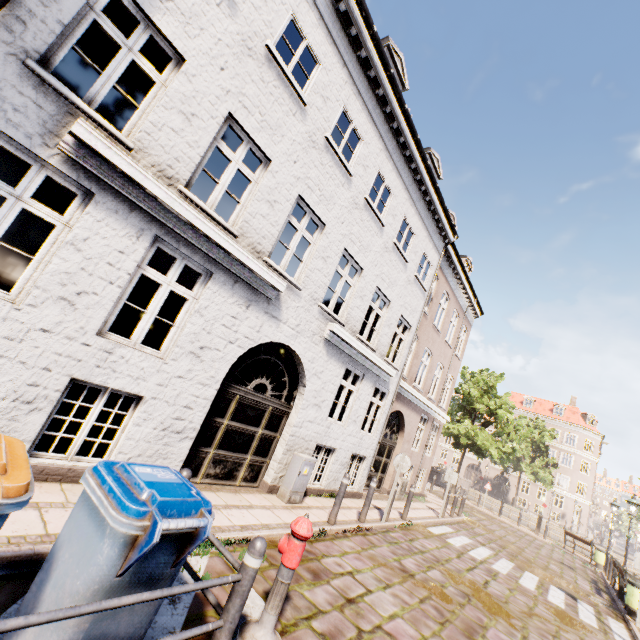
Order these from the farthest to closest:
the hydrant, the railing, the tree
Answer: the tree < the hydrant < the railing

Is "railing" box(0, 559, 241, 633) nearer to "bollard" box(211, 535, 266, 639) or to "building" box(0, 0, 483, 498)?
"bollard" box(211, 535, 266, 639)

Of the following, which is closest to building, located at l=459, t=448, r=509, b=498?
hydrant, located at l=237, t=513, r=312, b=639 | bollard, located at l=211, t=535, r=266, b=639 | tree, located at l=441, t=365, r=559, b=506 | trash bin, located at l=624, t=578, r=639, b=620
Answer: tree, located at l=441, t=365, r=559, b=506

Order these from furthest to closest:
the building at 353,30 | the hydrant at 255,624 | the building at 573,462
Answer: the building at 573,462 < the building at 353,30 < the hydrant at 255,624

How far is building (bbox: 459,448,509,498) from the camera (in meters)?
49.06

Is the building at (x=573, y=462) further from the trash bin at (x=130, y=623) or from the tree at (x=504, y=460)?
the trash bin at (x=130, y=623)

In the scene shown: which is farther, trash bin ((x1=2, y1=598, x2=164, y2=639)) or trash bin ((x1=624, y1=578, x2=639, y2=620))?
trash bin ((x1=624, y1=578, x2=639, y2=620))

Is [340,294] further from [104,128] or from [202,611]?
[202,611]
